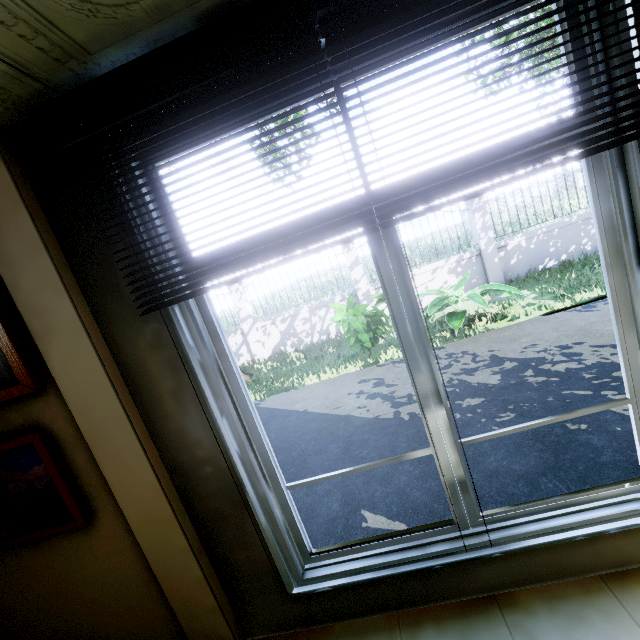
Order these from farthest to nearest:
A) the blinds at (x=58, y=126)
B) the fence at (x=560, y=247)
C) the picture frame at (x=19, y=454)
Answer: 1. the fence at (x=560, y=247)
2. the picture frame at (x=19, y=454)
3. the blinds at (x=58, y=126)

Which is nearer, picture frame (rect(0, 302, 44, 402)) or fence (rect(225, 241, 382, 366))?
picture frame (rect(0, 302, 44, 402))

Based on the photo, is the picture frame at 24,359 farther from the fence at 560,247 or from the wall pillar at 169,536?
the fence at 560,247

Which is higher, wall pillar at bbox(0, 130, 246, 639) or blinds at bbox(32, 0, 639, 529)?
blinds at bbox(32, 0, 639, 529)

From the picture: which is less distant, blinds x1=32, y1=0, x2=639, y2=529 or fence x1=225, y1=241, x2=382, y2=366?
blinds x1=32, y1=0, x2=639, y2=529

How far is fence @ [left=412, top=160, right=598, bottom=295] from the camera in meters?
7.9 m

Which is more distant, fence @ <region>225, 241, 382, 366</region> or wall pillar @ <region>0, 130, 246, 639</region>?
fence @ <region>225, 241, 382, 366</region>

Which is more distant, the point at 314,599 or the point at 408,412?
the point at 408,412
